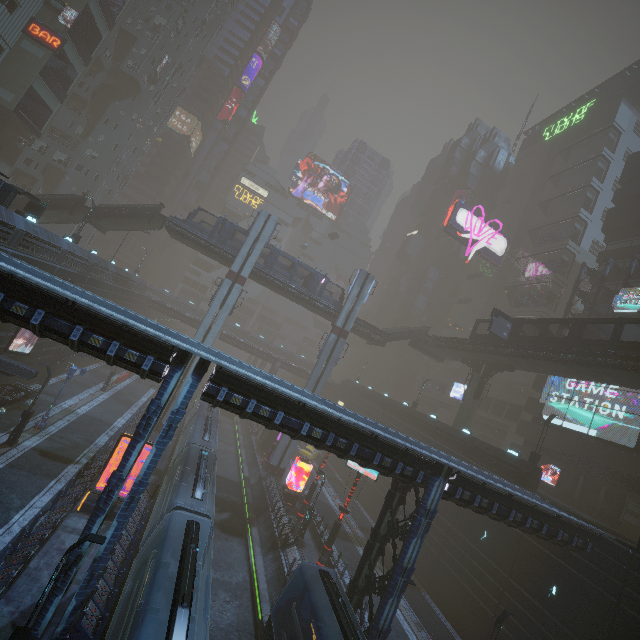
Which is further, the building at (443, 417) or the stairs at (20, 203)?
the stairs at (20, 203)

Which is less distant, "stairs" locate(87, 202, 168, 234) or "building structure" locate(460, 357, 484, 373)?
"stairs" locate(87, 202, 168, 234)

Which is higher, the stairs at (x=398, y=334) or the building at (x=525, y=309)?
the building at (x=525, y=309)

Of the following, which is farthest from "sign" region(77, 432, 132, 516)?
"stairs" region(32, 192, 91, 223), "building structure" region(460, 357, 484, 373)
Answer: "building structure" region(460, 357, 484, 373)

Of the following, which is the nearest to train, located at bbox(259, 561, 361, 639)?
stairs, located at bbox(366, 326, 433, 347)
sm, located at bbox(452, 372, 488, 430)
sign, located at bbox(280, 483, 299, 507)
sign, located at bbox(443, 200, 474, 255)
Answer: sign, located at bbox(280, 483, 299, 507)

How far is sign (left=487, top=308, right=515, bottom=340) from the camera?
32.99m

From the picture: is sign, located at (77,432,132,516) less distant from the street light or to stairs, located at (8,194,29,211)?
the street light

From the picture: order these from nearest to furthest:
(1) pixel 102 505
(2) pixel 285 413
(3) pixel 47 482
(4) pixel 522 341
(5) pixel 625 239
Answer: (1) pixel 102 505 → (2) pixel 285 413 → (3) pixel 47 482 → (4) pixel 522 341 → (5) pixel 625 239
